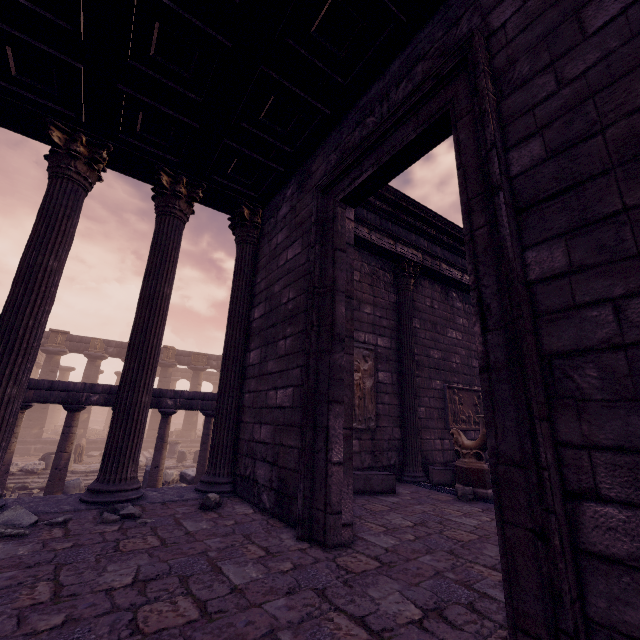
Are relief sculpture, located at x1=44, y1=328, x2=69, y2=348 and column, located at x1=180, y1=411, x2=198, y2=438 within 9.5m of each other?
yes

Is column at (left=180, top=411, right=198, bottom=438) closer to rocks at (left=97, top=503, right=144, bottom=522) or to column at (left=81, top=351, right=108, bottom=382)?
column at (left=81, top=351, right=108, bottom=382)

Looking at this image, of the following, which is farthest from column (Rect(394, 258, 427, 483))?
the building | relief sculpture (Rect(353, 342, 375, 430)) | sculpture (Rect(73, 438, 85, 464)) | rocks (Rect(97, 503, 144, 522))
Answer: sculpture (Rect(73, 438, 85, 464))

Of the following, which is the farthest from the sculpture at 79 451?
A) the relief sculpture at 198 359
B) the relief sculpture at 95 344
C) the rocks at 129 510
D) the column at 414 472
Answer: the column at 414 472

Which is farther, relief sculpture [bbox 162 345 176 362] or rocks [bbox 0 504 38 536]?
relief sculpture [bbox 162 345 176 362]

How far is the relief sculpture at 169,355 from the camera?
23.8m

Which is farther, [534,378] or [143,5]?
[143,5]

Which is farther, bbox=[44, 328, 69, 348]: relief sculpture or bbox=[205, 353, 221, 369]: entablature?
bbox=[205, 353, 221, 369]: entablature
